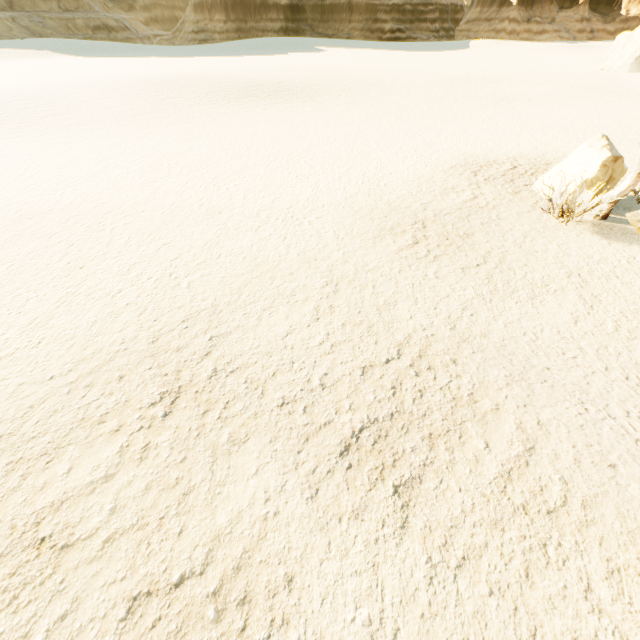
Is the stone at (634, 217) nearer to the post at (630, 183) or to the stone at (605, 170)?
the post at (630, 183)

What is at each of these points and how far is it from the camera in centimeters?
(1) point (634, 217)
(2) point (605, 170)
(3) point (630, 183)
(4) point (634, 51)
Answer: (1) stone, 820cm
(2) stone, 870cm
(3) post, 812cm
(4) stone, 3288cm

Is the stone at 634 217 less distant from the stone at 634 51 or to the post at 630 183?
the post at 630 183

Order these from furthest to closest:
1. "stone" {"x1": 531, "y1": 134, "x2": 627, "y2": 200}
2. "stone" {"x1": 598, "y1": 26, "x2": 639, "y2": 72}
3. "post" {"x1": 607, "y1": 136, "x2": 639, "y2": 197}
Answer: "stone" {"x1": 598, "y1": 26, "x2": 639, "y2": 72}
"stone" {"x1": 531, "y1": 134, "x2": 627, "y2": 200}
"post" {"x1": 607, "y1": 136, "x2": 639, "y2": 197}

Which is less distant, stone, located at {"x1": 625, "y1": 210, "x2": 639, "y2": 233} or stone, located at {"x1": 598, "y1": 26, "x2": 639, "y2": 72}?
stone, located at {"x1": 625, "y1": 210, "x2": 639, "y2": 233}

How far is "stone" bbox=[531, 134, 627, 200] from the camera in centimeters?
864cm

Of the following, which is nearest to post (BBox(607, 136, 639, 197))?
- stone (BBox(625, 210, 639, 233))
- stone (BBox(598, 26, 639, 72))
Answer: stone (BBox(625, 210, 639, 233))

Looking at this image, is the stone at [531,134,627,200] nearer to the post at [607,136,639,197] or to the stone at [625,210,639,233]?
the post at [607,136,639,197]
